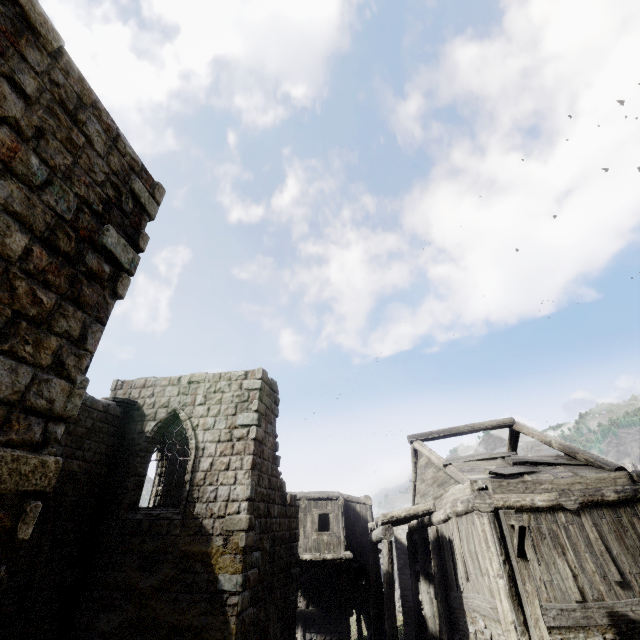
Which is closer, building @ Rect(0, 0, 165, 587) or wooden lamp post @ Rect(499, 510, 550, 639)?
building @ Rect(0, 0, 165, 587)

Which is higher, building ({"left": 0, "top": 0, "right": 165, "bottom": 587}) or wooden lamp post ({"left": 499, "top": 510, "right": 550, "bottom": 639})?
building ({"left": 0, "top": 0, "right": 165, "bottom": 587})

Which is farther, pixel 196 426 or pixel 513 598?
pixel 196 426

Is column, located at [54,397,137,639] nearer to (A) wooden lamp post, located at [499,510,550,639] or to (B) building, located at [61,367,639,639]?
(B) building, located at [61,367,639,639]

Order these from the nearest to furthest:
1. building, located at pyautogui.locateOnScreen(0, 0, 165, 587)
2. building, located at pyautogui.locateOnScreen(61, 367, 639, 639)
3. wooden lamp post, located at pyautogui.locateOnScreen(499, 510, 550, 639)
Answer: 1. building, located at pyautogui.locateOnScreen(0, 0, 165, 587)
2. wooden lamp post, located at pyautogui.locateOnScreen(499, 510, 550, 639)
3. building, located at pyautogui.locateOnScreen(61, 367, 639, 639)

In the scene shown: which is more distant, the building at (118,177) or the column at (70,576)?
the column at (70,576)

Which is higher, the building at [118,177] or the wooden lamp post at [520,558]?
the building at [118,177]

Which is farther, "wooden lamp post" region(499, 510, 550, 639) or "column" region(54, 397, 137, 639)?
"column" region(54, 397, 137, 639)
